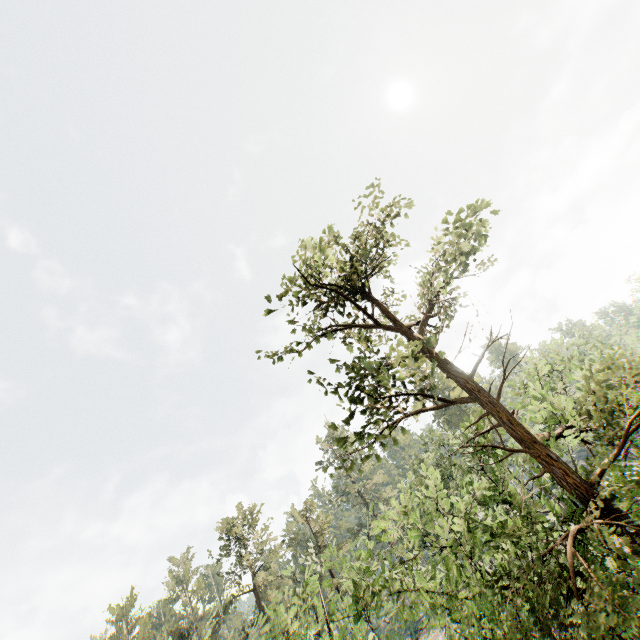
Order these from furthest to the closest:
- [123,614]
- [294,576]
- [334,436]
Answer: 1. [334,436]
2. [123,614]
3. [294,576]
